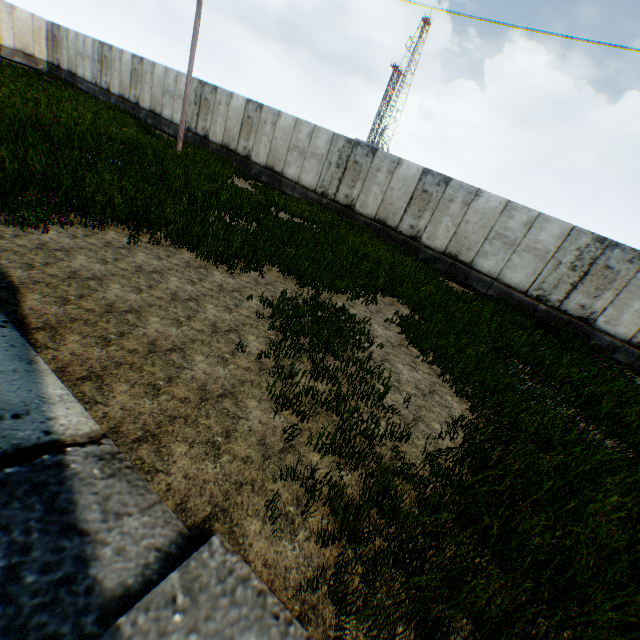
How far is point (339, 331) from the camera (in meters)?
6.23
